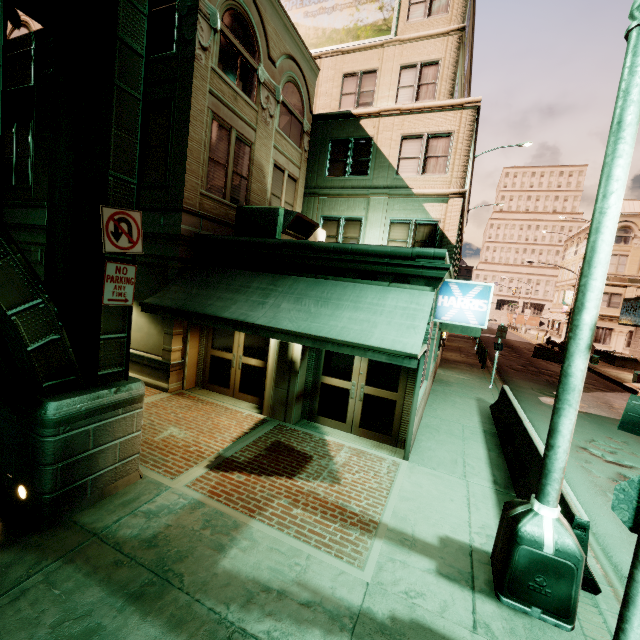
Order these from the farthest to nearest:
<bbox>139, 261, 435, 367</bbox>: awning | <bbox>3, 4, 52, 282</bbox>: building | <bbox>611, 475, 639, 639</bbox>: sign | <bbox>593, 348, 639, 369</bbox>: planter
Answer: <bbox>593, 348, 639, 369</bbox>: planter, <bbox>3, 4, 52, 282</bbox>: building, <bbox>139, 261, 435, 367</bbox>: awning, <bbox>611, 475, 639, 639</bbox>: sign

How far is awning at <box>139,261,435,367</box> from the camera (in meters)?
6.14

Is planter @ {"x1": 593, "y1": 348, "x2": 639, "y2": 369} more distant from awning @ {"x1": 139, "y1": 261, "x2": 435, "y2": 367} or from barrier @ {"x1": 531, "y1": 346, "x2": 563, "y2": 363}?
awning @ {"x1": 139, "y1": 261, "x2": 435, "y2": 367}

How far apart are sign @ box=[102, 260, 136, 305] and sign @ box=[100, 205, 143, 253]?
0.1m

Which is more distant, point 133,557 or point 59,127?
point 59,127

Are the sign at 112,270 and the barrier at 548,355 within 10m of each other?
no

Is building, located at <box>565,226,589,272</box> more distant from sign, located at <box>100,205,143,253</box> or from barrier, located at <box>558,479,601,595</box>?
sign, located at <box>100,205,143,253</box>

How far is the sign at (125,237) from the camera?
4.65m
